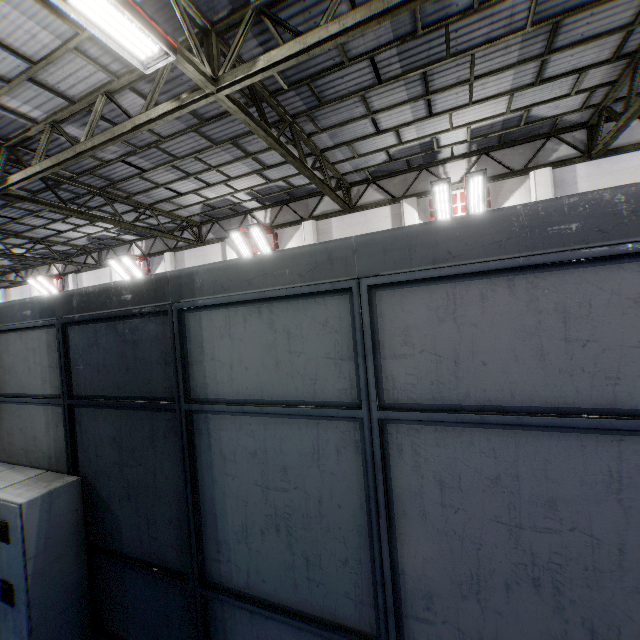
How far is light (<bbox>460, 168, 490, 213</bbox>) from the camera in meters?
9.7 m

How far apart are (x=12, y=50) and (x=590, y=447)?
9.80m

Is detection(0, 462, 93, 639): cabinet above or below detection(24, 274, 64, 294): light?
below

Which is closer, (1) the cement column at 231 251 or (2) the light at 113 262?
(1) the cement column at 231 251

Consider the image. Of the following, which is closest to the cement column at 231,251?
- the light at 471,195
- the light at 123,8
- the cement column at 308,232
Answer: the cement column at 308,232

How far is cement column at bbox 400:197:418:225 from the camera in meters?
11.4 m

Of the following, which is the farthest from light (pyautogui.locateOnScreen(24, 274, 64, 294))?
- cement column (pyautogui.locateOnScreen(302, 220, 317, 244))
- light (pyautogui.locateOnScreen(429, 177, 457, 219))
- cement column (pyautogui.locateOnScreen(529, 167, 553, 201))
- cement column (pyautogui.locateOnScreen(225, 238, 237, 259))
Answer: cement column (pyautogui.locateOnScreen(529, 167, 553, 201))

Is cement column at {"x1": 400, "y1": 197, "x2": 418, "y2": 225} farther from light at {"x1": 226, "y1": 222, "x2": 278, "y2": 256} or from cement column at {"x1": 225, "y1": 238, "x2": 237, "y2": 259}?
cement column at {"x1": 225, "y1": 238, "x2": 237, "y2": 259}
